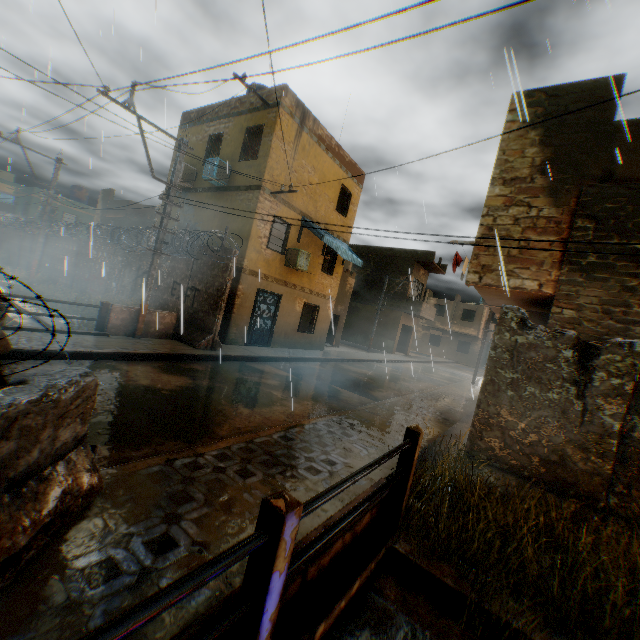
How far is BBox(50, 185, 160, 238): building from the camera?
23.9m

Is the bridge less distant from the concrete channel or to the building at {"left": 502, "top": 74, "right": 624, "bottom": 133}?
the concrete channel

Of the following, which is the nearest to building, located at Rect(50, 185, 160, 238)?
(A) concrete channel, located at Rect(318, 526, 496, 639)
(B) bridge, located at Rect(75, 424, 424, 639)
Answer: (A) concrete channel, located at Rect(318, 526, 496, 639)

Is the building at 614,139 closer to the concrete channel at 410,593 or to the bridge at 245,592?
the concrete channel at 410,593

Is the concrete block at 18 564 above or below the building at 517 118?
below

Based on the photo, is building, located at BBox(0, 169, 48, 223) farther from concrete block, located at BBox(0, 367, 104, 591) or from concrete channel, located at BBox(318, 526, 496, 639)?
concrete block, located at BBox(0, 367, 104, 591)

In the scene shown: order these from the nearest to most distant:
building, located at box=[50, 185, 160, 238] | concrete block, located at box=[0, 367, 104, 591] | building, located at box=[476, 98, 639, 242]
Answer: concrete block, located at box=[0, 367, 104, 591] < building, located at box=[476, 98, 639, 242] < building, located at box=[50, 185, 160, 238]

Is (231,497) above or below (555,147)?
below
